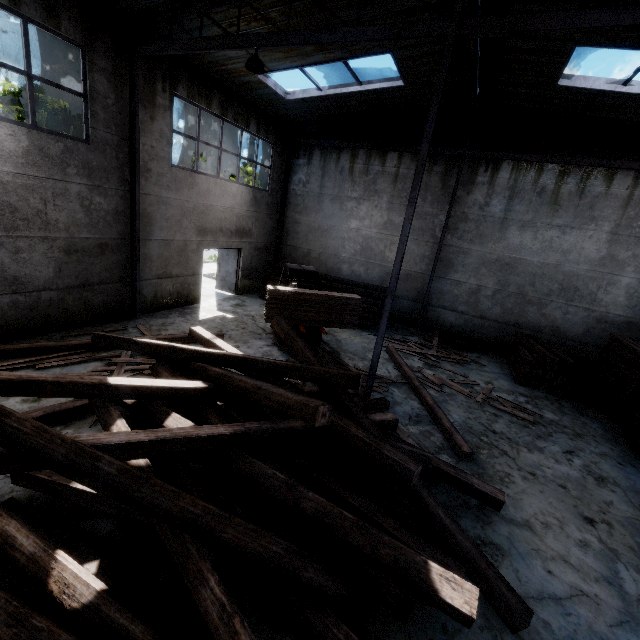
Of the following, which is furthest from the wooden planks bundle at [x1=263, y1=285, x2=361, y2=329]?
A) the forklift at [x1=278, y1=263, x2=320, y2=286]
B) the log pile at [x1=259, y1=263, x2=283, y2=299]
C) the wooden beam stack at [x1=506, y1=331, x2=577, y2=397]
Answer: the wooden beam stack at [x1=506, y1=331, x2=577, y2=397]

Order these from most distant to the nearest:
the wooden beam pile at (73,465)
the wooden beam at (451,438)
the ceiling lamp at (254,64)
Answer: the ceiling lamp at (254,64), the wooden beam at (451,438), the wooden beam pile at (73,465)

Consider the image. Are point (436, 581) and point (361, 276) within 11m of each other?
no

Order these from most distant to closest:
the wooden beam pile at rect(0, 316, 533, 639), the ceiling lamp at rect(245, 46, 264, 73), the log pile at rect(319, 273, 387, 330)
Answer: the log pile at rect(319, 273, 387, 330)
the ceiling lamp at rect(245, 46, 264, 73)
the wooden beam pile at rect(0, 316, 533, 639)

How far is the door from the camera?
14.74m

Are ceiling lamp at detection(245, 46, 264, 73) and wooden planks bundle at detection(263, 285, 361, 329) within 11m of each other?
yes

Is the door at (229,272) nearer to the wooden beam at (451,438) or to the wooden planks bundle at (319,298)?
the wooden planks bundle at (319,298)

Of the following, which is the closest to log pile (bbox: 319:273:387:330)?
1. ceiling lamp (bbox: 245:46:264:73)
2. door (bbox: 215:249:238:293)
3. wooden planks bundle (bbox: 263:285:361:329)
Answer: door (bbox: 215:249:238:293)
